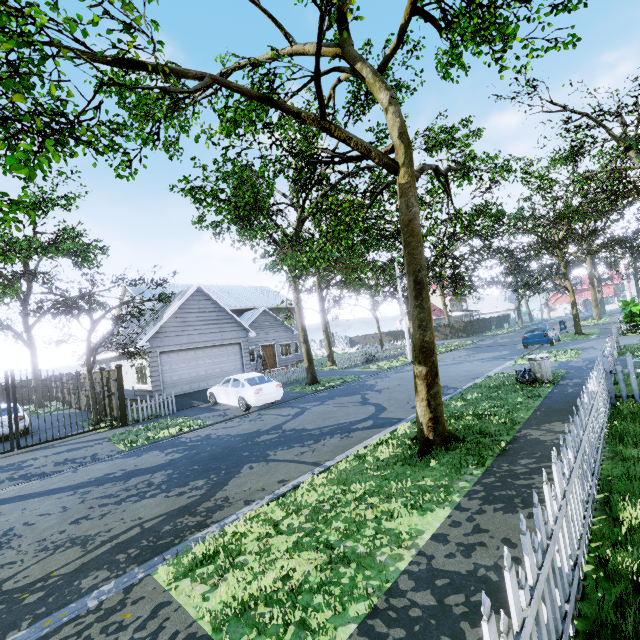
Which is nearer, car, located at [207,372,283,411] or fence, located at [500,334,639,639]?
fence, located at [500,334,639,639]

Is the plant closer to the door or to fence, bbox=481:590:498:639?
fence, bbox=481:590:498:639

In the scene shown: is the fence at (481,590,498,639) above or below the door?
below

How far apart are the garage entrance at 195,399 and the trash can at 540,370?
13.7m

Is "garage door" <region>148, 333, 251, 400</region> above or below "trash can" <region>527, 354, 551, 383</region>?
above

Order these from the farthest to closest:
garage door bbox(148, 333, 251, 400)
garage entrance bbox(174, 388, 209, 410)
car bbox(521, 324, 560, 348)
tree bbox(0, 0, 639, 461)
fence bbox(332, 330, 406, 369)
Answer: fence bbox(332, 330, 406, 369) → car bbox(521, 324, 560, 348) → garage door bbox(148, 333, 251, 400) → garage entrance bbox(174, 388, 209, 410) → tree bbox(0, 0, 639, 461)

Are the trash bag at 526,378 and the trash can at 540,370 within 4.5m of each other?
yes

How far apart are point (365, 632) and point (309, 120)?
8.55m
